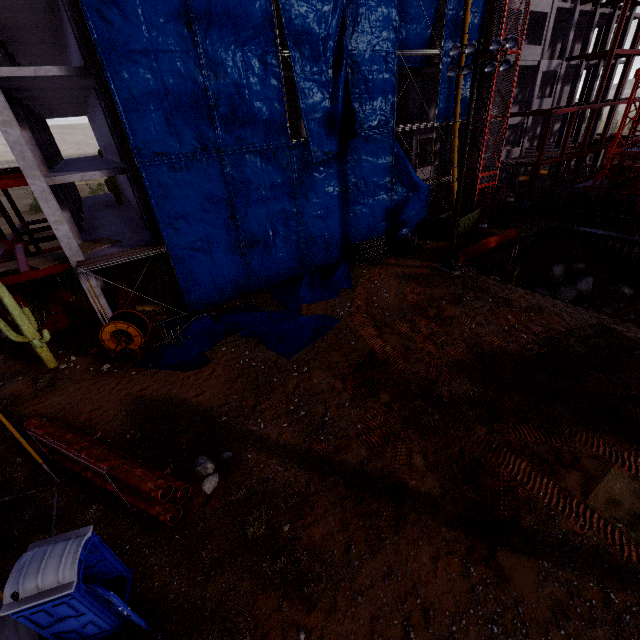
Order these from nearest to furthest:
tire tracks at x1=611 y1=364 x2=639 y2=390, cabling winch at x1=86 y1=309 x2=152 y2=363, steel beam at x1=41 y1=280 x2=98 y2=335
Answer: tire tracks at x1=611 y1=364 x2=639 y2=390
cabling winch at x1=86 y1=309 x2=152 y2=363
steel beam at x1=41 y1=280 x2=98 y2=335

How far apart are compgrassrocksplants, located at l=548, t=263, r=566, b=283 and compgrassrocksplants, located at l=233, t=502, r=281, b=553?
26.1 meters

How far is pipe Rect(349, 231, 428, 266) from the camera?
22.8m

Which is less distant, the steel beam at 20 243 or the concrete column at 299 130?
the steel beam at 20 243

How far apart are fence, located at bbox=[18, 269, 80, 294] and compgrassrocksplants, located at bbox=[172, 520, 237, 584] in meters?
21.4

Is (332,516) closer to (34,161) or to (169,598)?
(169,598)

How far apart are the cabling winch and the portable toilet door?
10.1 meters

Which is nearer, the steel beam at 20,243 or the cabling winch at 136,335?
the cabling winch at 136,335
